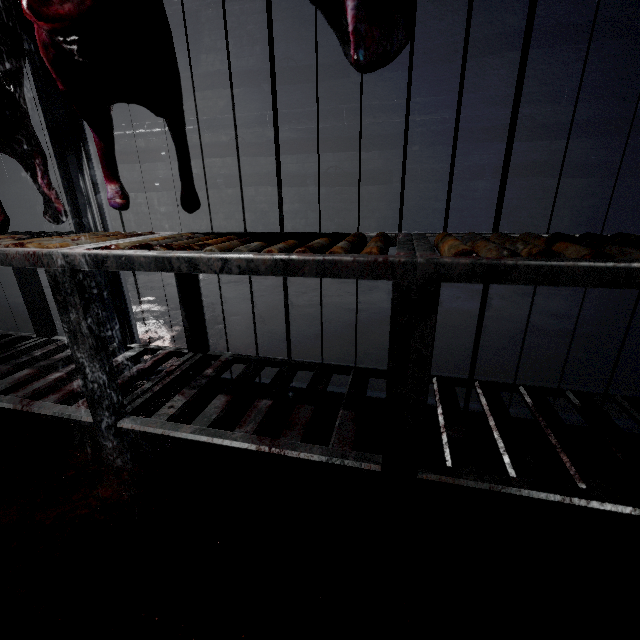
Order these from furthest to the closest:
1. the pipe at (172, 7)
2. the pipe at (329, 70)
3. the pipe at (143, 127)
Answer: the pipe at (143, 127), the pipe at (172, 7), the pipe at (329, 70)

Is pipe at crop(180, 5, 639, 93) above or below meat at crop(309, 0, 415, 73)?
above

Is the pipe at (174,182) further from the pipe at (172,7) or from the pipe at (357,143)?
the pipe at (172,7)

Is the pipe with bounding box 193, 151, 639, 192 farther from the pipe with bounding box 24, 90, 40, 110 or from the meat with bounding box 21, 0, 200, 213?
the meat with bounding box 21, 0, 200, 213

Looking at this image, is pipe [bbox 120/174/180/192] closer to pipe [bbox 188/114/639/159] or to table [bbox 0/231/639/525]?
pipe [bbox 188/114/639/159]

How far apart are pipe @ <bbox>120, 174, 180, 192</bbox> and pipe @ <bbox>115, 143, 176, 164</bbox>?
0.1m

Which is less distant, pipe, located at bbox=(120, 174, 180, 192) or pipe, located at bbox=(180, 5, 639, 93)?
pipe, located at bbox=(180, 5, 639, 93)

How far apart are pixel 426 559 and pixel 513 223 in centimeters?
407cm
